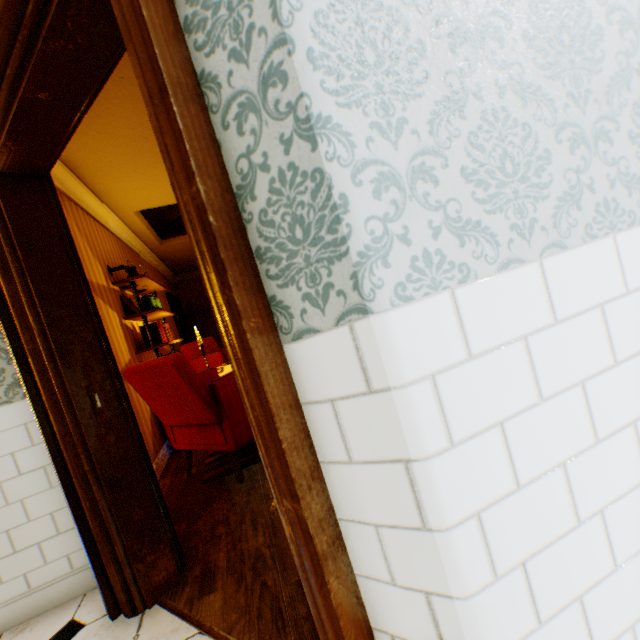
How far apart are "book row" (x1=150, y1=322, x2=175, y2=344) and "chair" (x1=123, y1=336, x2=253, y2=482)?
0.9 meters

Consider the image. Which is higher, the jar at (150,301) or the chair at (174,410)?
the jar at (150,301)

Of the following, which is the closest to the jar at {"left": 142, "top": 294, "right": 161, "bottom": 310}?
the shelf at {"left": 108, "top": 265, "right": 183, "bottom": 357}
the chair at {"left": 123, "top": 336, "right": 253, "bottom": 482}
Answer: the shelf at {"left": 108, "top": 265, "right": 183, "bottom": 357}

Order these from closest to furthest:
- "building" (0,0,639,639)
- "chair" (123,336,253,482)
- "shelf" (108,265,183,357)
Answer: "building" (0,0,639,639), "chair" (123,336,253,482), "shelf" (108,265,183,357)

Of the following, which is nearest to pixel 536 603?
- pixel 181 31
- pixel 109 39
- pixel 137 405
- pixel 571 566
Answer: pixel 571 566

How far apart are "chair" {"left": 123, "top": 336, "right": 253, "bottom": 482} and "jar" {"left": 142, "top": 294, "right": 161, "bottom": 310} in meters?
1.4 m

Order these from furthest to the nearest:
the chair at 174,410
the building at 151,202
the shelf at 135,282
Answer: the shelf at 135,282 < the chair at 174,410 < the building at 151,202

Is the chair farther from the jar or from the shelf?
the jar
